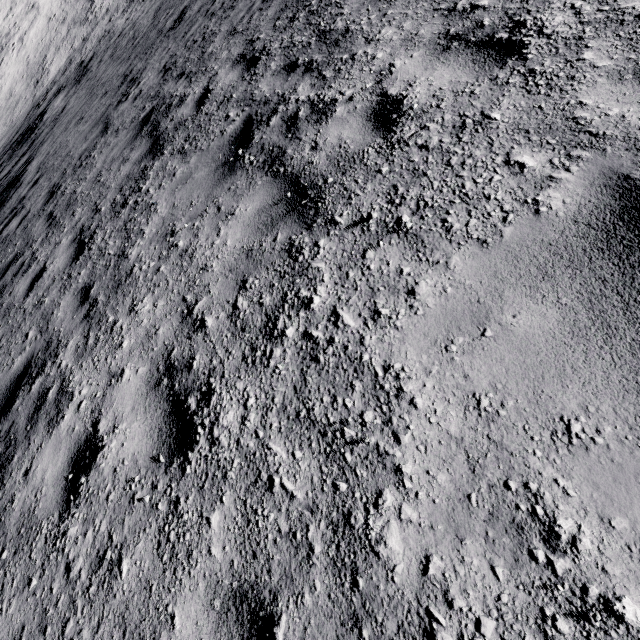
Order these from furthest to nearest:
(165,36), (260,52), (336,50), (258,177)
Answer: (165,36), (260,52), (336,50), (258,177)
